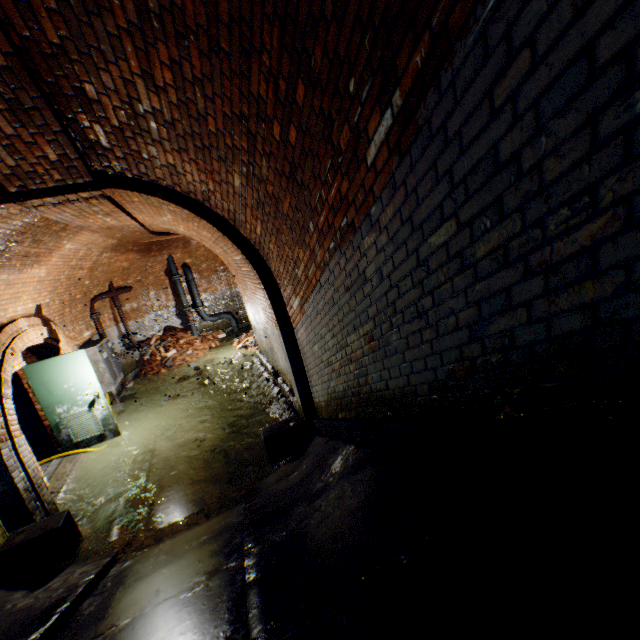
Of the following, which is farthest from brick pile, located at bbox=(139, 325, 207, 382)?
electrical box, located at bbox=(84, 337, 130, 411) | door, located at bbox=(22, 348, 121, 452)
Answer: door, located at bbox=(22, 348, 121, 452)

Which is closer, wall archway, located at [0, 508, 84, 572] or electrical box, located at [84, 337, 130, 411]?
wall archway, located at [0, 508, 84, 572]

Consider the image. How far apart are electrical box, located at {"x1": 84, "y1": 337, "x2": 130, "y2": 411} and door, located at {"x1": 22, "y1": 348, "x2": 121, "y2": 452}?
1.8 meters

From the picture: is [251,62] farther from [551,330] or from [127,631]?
[127,631]

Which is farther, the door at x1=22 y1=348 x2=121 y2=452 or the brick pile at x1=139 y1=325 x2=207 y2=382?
the brick pile at x1=139 y1=325 x2=207 y2=382

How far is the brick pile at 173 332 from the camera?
10.96m

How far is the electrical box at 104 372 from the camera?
8.5m

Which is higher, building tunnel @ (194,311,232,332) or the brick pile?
building tunnel @ (194,311,232,332)
